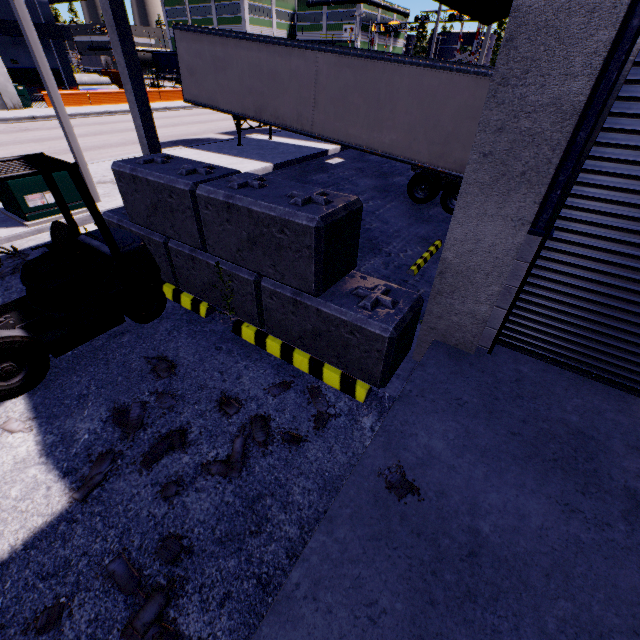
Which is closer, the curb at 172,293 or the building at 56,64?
the curb at 172,293

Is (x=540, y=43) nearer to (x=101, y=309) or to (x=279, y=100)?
(x=101, y=309)

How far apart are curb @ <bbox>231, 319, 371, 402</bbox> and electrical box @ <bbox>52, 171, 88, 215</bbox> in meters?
6.1 m

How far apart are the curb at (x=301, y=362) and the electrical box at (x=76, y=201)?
6.1m

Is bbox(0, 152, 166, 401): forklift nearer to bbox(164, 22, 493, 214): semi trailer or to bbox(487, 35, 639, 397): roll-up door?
bbox(487, 35, 639, 397): roll-up door

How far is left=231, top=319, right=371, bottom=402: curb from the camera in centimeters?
381cm

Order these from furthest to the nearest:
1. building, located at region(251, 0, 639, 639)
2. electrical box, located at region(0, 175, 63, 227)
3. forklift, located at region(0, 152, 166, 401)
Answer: electrical box, located at region(0, 175, 63, 227) → forklift, located at region(0, 152, 166, 401) → building, located at region(251, 0, 639, 639)

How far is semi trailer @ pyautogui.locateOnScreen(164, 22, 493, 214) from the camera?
9.66m
